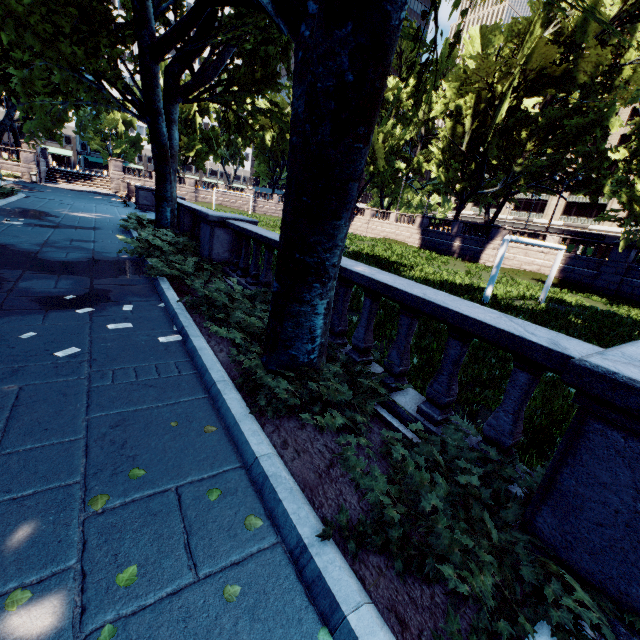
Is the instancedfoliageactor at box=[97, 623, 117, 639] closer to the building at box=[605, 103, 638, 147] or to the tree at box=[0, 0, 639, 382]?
the tree at box=[0, 0, 639, 382]

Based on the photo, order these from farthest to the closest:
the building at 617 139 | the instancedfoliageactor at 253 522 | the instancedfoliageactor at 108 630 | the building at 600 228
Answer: the building at 600 228
the building at 617 139
the instancedfoliageactor at 253 522
the instancedfoliageactor at 108 630

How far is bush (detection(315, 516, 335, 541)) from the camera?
2.26m

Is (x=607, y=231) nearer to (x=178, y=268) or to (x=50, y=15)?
(x=178, y=268)

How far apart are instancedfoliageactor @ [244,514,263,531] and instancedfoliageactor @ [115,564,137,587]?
0.7 meters

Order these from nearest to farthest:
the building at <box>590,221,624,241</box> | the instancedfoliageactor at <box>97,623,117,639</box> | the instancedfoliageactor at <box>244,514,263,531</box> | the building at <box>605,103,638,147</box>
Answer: the instancedfoliageactor at <box>97,623,117,639</box> < the instancedfoliageactor at <box>244,514,263,531</box> < the building at <box>605,103,638,147</box> < the building at <box>590,221,624,241</box>

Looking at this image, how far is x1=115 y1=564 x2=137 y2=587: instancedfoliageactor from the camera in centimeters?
201cm

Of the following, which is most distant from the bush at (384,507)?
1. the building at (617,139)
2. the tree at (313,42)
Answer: the building at (617,139)
